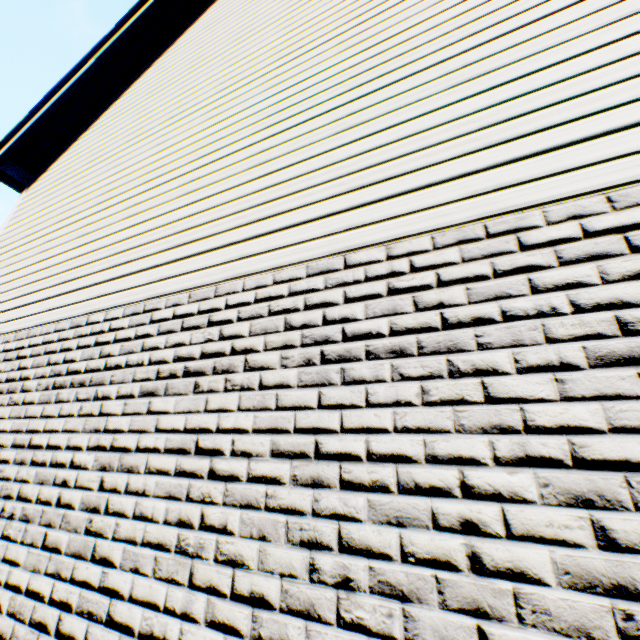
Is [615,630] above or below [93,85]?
below
